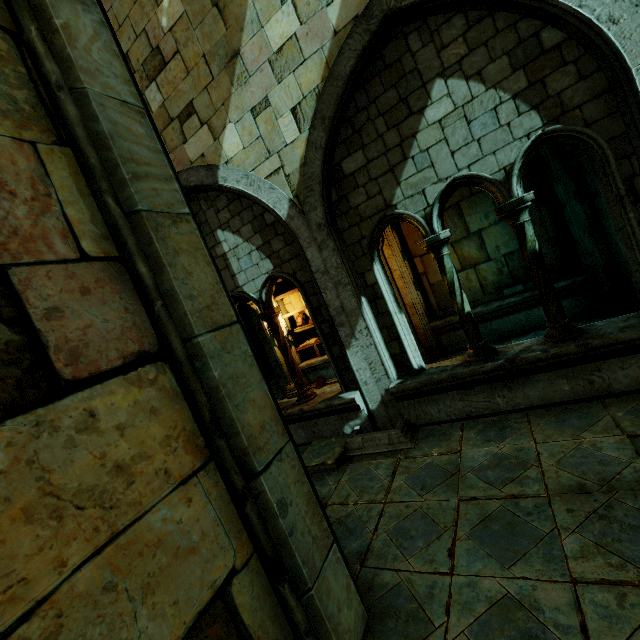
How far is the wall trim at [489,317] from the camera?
6.9m

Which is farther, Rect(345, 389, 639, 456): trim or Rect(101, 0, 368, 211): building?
Rect(101, 0, 368, 211): building

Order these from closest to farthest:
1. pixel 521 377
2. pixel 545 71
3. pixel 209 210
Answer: pixel 545 71, pixel 521 377, pixel 209 210

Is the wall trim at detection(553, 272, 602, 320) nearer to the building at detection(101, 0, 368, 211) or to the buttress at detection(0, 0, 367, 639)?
the building at detection(101, 0, 368, 211)

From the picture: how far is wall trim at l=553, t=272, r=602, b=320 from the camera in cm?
638

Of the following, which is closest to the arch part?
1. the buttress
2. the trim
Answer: the trim

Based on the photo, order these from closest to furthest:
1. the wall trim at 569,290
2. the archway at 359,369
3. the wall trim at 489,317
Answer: the archway at 359,369, the wall trim at 569,290, the wall trim at 489,317

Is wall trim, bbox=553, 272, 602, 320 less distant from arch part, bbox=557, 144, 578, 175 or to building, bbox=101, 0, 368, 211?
arch part, bbox=557, 144, 578, 175
